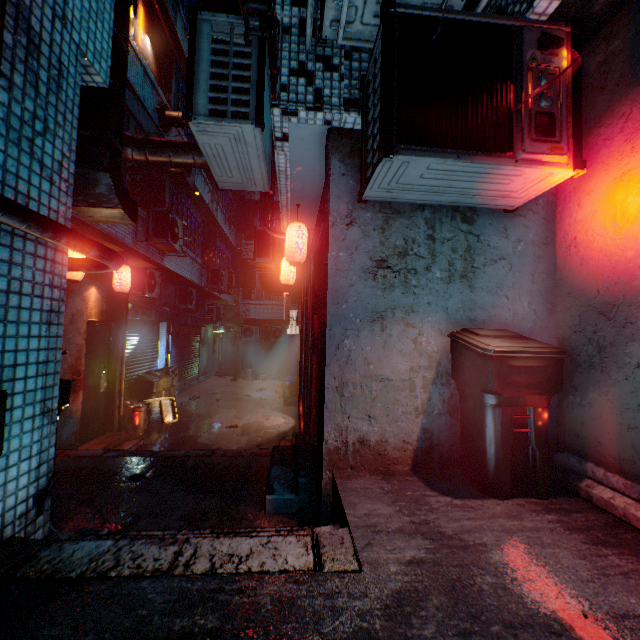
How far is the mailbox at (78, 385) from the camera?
Answer: 4.83m

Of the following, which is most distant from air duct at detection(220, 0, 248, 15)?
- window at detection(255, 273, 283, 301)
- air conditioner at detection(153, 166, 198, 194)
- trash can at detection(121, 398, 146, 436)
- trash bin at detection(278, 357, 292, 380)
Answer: trash bin at detection(278, 357, 292, 380)

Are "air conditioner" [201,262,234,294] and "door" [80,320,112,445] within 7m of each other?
yes

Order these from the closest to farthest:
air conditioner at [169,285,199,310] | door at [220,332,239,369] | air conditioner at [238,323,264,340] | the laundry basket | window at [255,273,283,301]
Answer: the laundry basket → air conditioner at [169,285,199,310] → air conditioner at [238,323,264,340] → window at [255,273,283,301] → door at [220,332,239,369]

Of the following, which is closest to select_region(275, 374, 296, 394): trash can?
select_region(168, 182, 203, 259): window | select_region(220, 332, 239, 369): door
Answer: select_region(168, 182, 203, 259): window

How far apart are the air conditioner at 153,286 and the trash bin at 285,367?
7.59m

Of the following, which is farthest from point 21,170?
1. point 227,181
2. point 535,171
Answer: point 535,171

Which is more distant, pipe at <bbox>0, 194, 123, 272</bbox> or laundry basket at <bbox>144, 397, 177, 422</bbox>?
laundry basket at <bbox>144, 397, 177, 422</bbox>
